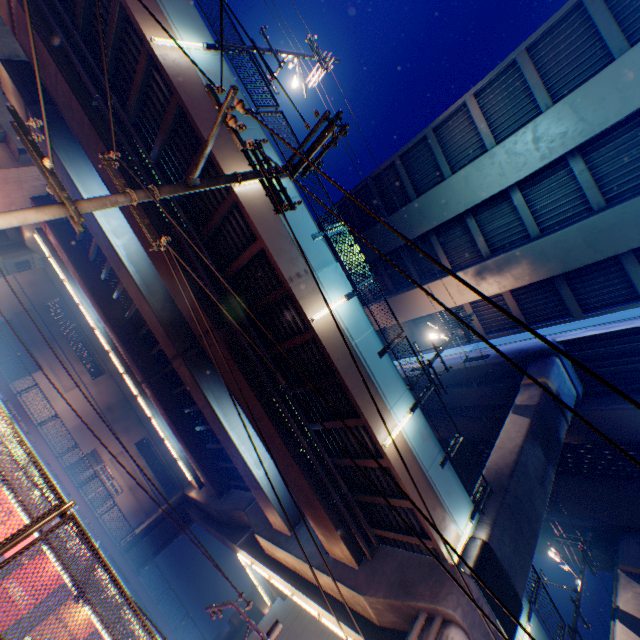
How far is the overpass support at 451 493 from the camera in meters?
11.6

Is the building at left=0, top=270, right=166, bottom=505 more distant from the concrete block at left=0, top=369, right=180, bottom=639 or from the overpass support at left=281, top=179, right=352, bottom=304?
the concrete block at left=0, top=369, right=180, bottom=639

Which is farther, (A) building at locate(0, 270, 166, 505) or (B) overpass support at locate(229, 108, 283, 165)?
(A) building at locate(0, 270, 166, 505)

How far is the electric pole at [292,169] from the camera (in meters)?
7.59

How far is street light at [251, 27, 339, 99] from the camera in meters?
14.0 m

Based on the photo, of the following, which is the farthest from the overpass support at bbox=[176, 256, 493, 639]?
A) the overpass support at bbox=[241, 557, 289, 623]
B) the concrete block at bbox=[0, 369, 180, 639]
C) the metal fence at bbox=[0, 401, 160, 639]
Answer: the concrete block at bbox=[0, 369, 180, 639]

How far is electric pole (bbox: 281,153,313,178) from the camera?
7.59m

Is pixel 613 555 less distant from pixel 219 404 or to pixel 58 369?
pixel 219 404
